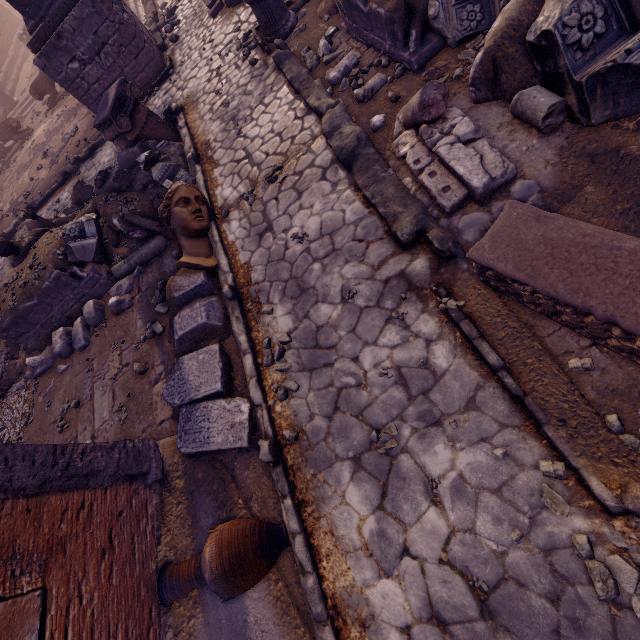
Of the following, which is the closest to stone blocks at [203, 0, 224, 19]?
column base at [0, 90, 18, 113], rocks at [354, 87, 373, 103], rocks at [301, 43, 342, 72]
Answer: rocks at [301, 43, 342, 72]

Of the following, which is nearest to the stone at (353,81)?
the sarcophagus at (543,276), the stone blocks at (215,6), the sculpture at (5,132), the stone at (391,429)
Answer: the sarcophagus at (543,276)

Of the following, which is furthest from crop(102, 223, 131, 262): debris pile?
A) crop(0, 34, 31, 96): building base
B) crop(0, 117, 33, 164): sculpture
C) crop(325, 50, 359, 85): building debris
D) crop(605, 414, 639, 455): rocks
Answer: crop(0, 117, 33, 164): sculpture

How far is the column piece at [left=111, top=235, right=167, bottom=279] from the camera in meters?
5.8

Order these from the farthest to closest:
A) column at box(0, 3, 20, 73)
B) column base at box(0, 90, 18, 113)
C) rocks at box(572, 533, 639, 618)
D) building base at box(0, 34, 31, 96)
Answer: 1. column at box(0, 3, 20, 73)
2. building base at box(0, 34, 31, 96)
3. column base at box(0, 90, 18, 113)
4. rocks at box(572, 533, 639, 618)

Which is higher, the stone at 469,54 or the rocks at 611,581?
the stone at 469,54

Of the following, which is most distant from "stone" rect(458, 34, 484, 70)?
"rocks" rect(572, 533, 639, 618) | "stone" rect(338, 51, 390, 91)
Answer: "rocks" rect(572, 533, 639, 618)

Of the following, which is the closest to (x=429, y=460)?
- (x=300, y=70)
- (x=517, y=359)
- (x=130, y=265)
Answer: (x=517, y=359)
